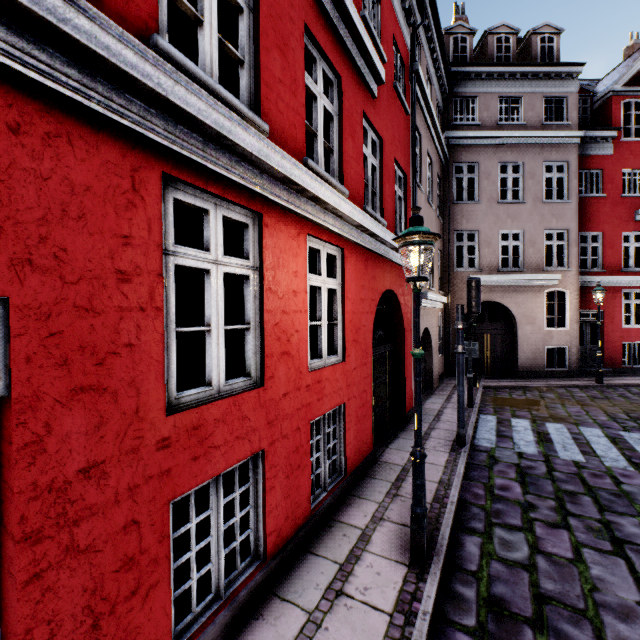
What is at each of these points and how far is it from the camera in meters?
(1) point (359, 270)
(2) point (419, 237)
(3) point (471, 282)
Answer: (1) building, 5.6
(2) street light, 3.4
(3) traffic light, 6.6

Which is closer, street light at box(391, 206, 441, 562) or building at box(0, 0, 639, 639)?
building at box(0, 0, 639, 639)

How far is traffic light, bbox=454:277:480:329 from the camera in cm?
652

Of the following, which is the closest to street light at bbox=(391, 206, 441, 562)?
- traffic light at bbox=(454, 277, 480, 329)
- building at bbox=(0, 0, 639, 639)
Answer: building at bbox=(0, 0, 639, 639)

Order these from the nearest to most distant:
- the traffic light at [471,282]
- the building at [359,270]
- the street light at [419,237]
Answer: the building at [359,270] → the street light at [419,237] → the traffic light at [471,282]

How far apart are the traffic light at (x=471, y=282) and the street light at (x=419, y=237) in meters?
3.3

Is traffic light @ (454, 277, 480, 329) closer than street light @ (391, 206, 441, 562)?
No
